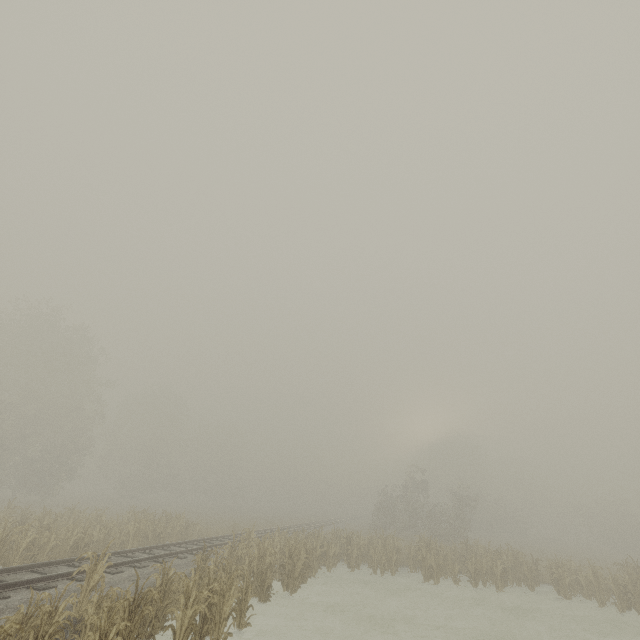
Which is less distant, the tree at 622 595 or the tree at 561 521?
the tree at 622 595

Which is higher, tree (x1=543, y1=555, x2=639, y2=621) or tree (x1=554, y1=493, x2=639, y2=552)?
tree (x1=554, y1=493, x2=639, y2=552)

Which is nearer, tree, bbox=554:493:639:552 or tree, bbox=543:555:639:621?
tree, bbox=543:555:639:621

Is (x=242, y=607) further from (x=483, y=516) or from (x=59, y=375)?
(x=483, y=516)

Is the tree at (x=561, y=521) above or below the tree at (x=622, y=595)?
above
